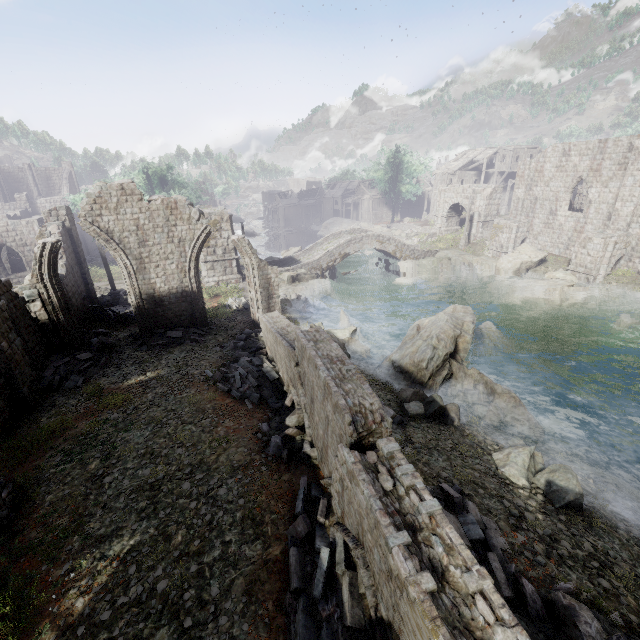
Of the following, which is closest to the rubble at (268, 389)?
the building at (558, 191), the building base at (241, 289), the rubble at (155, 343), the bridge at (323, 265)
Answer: the building at (558, 191)

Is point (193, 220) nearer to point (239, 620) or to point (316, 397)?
point (316, 397)

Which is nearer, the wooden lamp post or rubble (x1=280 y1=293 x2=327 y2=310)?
the wooden lamp post

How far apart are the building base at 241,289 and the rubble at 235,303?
0.0m

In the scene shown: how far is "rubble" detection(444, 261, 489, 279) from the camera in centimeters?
3159cm

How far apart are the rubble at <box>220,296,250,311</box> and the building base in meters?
0.0 m

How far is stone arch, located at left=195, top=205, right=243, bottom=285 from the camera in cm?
2592

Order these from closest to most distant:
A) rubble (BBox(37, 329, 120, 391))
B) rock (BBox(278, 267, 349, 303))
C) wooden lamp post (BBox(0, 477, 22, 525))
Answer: wooden lamp post (BBox(0, 477, 22, 525))
rubble (BBox(37, 329, 120, 391))
rock (BBox(278, 267, 349, 303))
